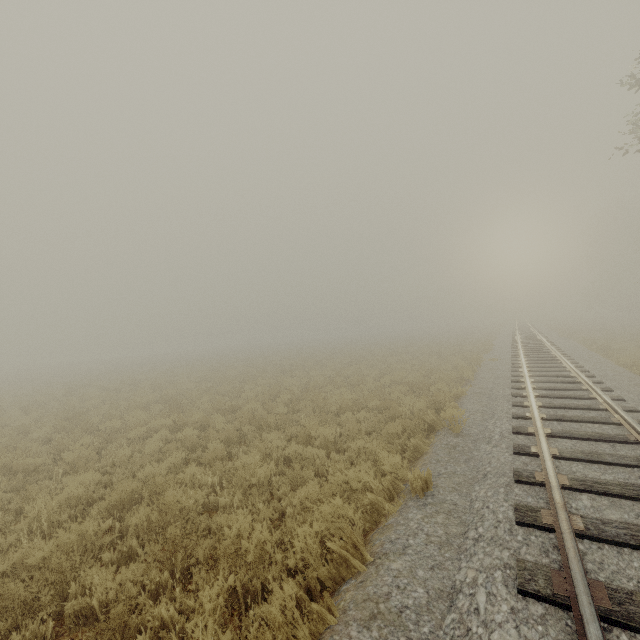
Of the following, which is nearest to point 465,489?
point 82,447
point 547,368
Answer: point 82,447
